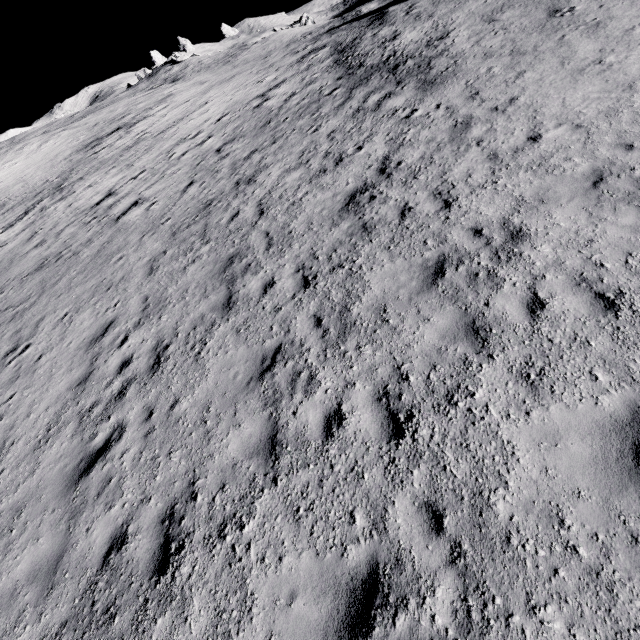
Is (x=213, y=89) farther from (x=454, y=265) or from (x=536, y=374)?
(x=536, y=374)
